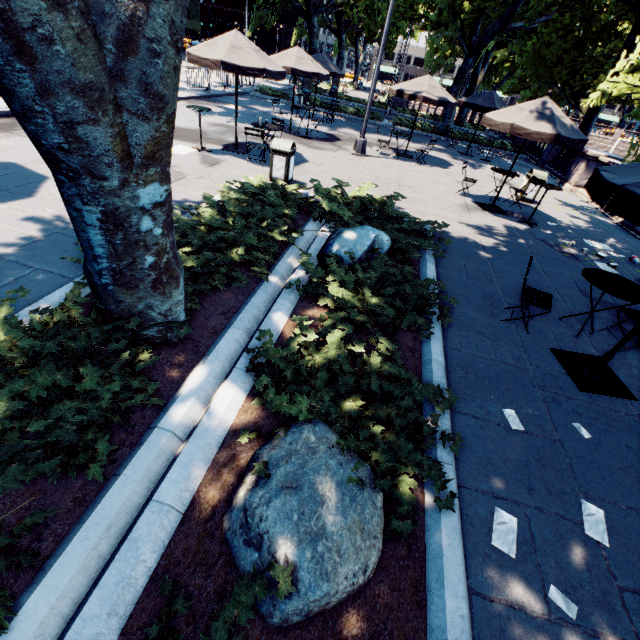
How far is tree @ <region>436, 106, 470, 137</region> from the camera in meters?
21.3

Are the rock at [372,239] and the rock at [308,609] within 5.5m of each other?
yes

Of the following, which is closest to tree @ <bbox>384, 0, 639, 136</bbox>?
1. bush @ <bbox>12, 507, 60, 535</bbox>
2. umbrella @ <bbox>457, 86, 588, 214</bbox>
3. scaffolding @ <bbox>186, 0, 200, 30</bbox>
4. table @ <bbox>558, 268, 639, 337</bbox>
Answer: bush @ <bbox>12, 507, 60, 535</bbox>

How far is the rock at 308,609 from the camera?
1.99m

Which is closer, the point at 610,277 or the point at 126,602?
the point at 126,602

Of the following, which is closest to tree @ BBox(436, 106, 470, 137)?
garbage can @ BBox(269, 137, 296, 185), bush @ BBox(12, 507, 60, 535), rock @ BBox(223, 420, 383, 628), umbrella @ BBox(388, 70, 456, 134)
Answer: bush @ BBox(12, 507, 60, 535)

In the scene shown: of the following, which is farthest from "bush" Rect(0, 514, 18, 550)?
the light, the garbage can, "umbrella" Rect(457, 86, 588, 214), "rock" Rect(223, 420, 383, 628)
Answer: the light

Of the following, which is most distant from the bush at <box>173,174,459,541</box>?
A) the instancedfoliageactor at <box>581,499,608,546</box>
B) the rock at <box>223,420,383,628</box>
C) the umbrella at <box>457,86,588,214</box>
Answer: the umbrella at <box>457,86,588,214</box>
